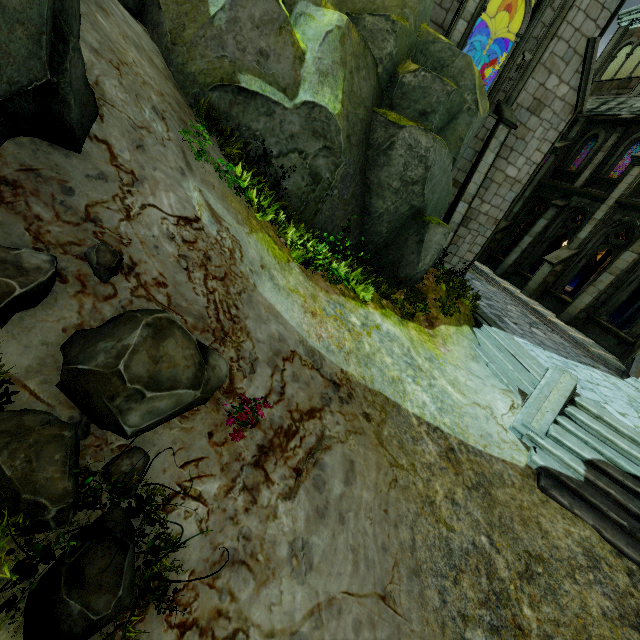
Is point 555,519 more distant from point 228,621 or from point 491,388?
point 228,621

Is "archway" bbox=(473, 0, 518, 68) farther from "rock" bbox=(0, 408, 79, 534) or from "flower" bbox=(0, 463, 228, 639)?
"flower" bbox=(0, 463, 228, 639)

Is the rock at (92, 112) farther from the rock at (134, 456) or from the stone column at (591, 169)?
the stone column at (591, 169)

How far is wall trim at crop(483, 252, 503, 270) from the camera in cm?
1990

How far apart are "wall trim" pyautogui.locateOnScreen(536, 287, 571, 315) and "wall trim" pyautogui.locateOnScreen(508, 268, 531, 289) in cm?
54

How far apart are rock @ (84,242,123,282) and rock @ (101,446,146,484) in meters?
0.4 m

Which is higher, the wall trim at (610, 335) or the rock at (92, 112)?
the rock at (92, 112)

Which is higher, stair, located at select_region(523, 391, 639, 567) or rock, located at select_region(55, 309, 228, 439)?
rock, located at select_region(55, 309, 228, 439)
